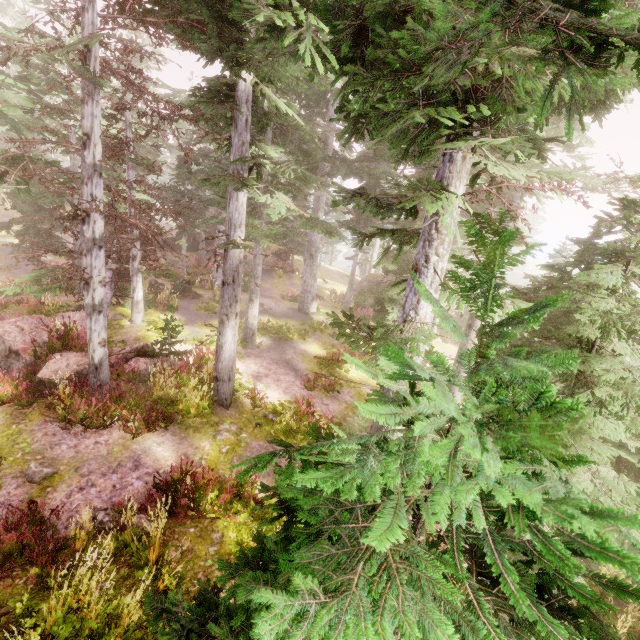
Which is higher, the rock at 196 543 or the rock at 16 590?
the rock at 16 590

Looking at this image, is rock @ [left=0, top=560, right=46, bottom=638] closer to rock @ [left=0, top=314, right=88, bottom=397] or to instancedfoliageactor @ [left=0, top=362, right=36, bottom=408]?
instancedfoliageactor @ [left=0, top=362, right=36, bottom=408]

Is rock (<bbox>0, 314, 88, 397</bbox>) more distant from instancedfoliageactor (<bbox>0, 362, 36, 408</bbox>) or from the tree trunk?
the tree trunk

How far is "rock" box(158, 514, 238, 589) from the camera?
5.76m

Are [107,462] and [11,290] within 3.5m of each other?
no

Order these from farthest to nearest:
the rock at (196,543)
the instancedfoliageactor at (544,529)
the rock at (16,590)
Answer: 1. the rock at (196,543)
2. the rock at (16,590)
3. the instancedfoliageactor at (544,529)

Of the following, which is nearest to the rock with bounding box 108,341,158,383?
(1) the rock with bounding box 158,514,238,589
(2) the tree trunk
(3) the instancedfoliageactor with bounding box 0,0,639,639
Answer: (3) the instancedfoliageactor with bounding box 0,0,639,639

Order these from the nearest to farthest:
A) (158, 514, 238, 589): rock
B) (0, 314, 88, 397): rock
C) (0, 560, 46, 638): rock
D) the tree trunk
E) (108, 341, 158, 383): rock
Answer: (0, 560, 46, 638): rock
(158, 514, 238, 589): rock
(0, 314, 88, 397): rock
(108, 341, 158, 383): rock
the tree trunk
